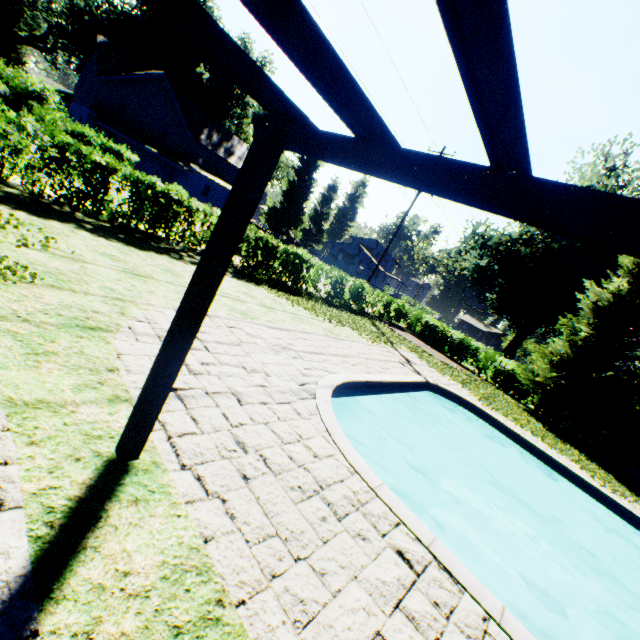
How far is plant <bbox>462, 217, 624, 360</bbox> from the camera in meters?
29.5

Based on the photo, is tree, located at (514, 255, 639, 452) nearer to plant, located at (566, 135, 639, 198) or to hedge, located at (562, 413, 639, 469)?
hedge, located at (562, 413, 639, 469)

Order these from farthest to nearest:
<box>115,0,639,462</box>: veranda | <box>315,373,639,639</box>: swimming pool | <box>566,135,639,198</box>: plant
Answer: <box>566,135,639,198</box>: plant, <box>315,373,639,639</box>: swimming pool, <box>115,0,639,462</box>: veranda

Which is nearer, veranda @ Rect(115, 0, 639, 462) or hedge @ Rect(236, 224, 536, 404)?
veranda @ Rect(115, 0, 639, 462)

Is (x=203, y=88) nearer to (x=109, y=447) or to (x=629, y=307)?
(x=629, y=307)

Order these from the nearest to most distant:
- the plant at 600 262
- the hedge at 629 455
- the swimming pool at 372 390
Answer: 1. the swimming pool at 372 390
2. the hedge at 629 455
3. the plant at 600 262

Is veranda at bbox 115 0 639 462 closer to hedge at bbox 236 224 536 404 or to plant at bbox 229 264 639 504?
plant at bbox 229 264 639 504

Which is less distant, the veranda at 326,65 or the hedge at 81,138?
the veranda at 326,65
